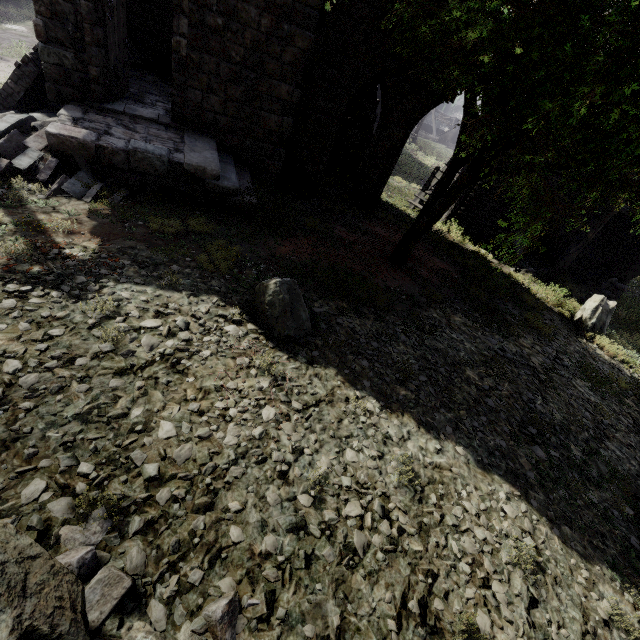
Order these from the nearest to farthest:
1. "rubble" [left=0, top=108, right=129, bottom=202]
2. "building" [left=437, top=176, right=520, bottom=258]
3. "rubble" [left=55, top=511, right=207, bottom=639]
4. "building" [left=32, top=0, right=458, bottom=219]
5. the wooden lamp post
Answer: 1. "rubble" [left=55, top=511, right=207, bottom=639]
2. "rubble" [left=0, top=108, right=129, bottom=202]
3. "building" [left=32, top=0, right=458, bottom=219]
4. the wooden lamp post
5. "building" [left=437, top=176, right=520, bottom=258]

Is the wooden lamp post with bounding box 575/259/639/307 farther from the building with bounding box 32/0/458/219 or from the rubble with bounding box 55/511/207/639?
the rubble with bounding box 55/511/207/639

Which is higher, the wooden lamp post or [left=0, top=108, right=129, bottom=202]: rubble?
the wooden lamp post

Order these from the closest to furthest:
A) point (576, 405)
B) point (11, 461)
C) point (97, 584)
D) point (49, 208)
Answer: point (97, 584) → point (11, 461) → point (49, 208) → point (576, 405)

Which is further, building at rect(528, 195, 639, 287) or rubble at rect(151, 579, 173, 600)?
building at rect(528, 195, 639, 287)

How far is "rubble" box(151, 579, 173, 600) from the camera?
2.55m

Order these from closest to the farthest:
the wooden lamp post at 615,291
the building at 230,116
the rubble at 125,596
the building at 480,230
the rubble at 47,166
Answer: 1. the rubble at 125,596
2. the rubble at 47,166
3. the building at 230,116
4. the wooden lamp post at 615,291
5. the building at 480,230

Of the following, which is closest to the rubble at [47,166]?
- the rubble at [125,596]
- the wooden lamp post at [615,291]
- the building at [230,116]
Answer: the building at [230,116]
